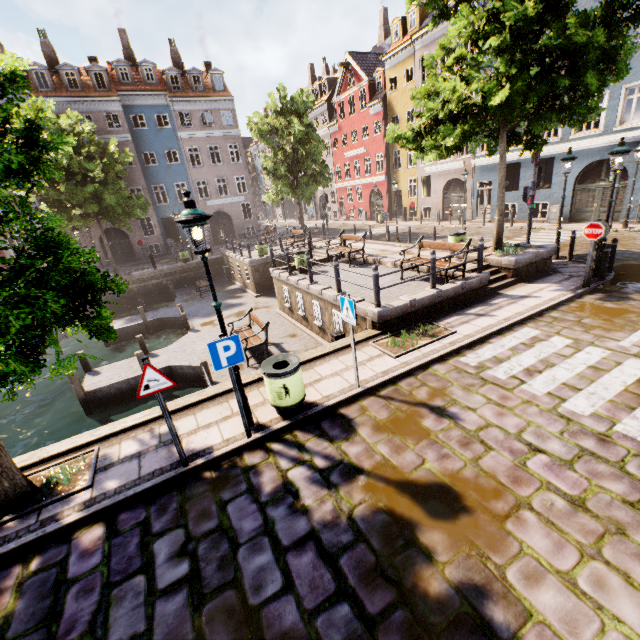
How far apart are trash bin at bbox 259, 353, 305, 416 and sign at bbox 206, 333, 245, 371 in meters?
0.6 m

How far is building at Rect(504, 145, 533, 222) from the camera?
20.3m

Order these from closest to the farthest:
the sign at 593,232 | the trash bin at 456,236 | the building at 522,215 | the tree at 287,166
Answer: the sign at 593,232 < the trash bin at 456,236 < the building at 522,215 < the tree at 287,166

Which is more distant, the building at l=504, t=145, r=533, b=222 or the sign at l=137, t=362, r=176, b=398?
the building at l=504, t=145, r=533, b=222

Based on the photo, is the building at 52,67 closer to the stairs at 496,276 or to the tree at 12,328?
the tree at 12,328

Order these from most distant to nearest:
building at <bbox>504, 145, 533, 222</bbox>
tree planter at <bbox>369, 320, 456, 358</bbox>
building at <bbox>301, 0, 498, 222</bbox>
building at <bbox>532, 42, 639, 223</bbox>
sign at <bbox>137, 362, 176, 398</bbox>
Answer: building at <bbox>301, 0, 498, 222</bbox> → building at <bbox>504, 145, 533, 222</bbox> → building at <bbox>532, 42, 639, 223</bbox> → tree planter at <bbox>369, 320, 456, 358</bbox> → sign at <bbox>137, 362, 176, 398</bbox>

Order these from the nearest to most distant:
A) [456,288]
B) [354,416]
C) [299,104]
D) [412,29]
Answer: [354,416] < [456,288] < [299,104] < [412,29]

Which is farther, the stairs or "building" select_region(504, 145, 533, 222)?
"building" select_region(504, 145, 533, 222)
